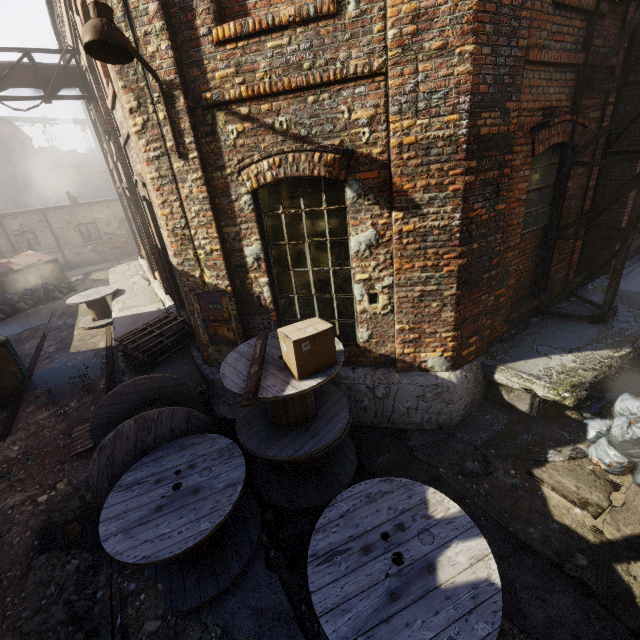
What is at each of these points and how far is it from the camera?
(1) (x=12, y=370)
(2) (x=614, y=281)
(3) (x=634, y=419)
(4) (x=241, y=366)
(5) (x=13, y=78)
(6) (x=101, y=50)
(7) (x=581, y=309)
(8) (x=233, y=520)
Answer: (1) trash container, 7.2 meters
(2) pipe, 5.3 meters
(3) trash bag, 4.0 meters
(4) spool, 4.0 meters
(5) pipe, 7.9 meters
(6) light, 3.2 meters
(7) building, 6.1 meters
(8) spool, 4.1 meters

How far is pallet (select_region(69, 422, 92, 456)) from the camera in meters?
5.6 m

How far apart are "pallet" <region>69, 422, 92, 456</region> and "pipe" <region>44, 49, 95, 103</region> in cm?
827

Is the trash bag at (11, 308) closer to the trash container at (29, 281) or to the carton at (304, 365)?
the trash container at (29, 281)

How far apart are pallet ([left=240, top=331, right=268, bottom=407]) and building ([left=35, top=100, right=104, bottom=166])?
53.1 meters

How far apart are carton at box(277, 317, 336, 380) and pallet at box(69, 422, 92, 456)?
3.92m

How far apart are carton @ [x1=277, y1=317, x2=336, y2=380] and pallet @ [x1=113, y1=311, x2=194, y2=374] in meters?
3.5 m

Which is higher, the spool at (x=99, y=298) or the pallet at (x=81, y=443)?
the spool at (x=99, y=298)
